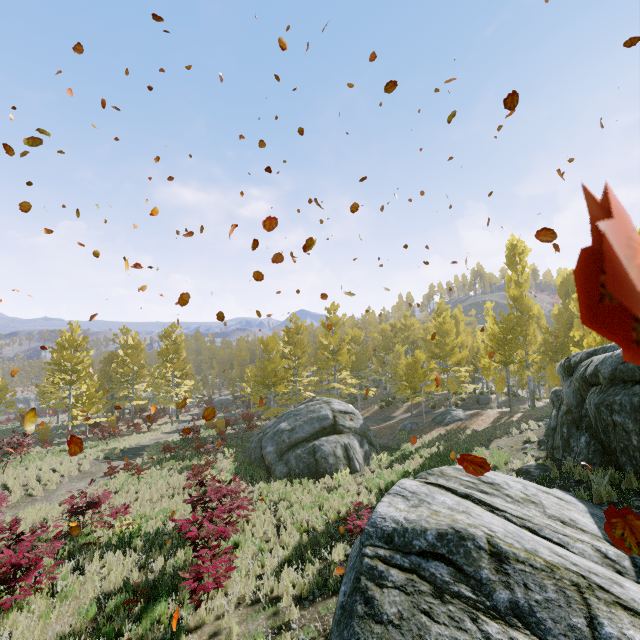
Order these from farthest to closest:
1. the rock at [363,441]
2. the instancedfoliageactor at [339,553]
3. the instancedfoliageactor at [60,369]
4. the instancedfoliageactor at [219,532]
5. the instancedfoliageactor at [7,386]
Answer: the instancedfoliageactor at [7,386], the rock at [363,441], the instancedfoliageactor at [60,369], the instancedfoliageactor at [339,553], the instancedfoliageactor at [219,532]

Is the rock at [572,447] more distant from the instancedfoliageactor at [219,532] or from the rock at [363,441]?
the rock at [363,441]

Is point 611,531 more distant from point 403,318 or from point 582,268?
point 403,318

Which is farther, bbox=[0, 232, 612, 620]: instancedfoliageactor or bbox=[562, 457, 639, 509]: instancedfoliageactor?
bbox=[0, 232, 612, 620]: instancedfoliageactor

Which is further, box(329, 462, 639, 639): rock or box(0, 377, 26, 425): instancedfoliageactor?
box(0, 377, 26, 425): instancedfoliageactor

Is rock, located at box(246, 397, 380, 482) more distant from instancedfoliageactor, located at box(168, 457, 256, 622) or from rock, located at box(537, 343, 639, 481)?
rock, located at box(537, 343, 639, 481)
